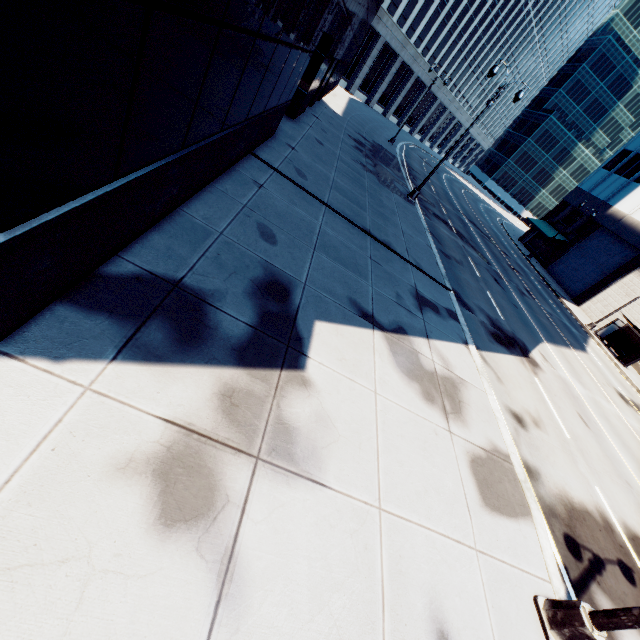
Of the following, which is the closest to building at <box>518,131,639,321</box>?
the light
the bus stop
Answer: the bus stop

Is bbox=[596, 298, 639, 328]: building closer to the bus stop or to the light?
the bus stop

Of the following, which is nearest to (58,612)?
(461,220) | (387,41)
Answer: (461,220)

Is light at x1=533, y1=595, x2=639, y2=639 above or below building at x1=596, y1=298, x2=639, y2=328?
below

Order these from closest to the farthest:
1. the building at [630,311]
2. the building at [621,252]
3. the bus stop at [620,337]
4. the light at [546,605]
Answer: the light at [546,605] < the bus stop at [620,337] < the building at [630,311] < the building at [621,252]

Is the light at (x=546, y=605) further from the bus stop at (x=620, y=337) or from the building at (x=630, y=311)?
the bus stop at (x=620, y=337)
